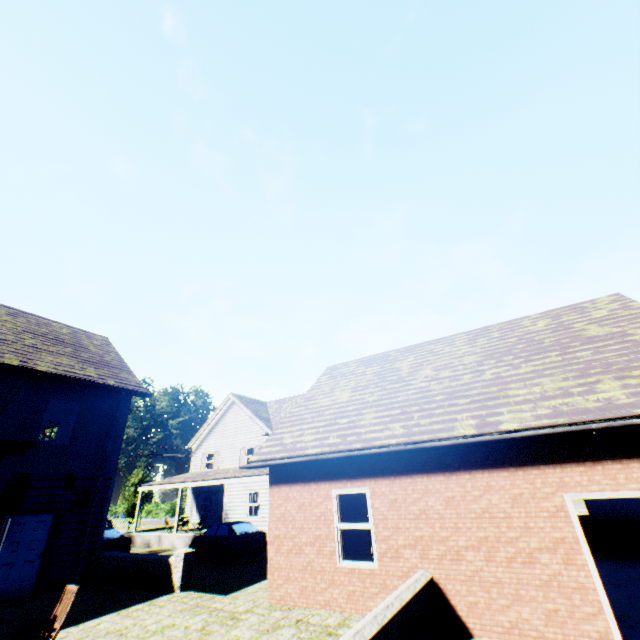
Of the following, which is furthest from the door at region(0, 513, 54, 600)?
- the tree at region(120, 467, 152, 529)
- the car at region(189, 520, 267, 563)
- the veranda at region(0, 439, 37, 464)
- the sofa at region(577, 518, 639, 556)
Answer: the tree at region(120, 467, 152, 529)

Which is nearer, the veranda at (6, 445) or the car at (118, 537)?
the veranda at (6, 445)

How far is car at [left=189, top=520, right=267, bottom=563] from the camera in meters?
15.3

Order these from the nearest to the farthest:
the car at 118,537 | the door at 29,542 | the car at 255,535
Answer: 1. the door at 29,542
2. the car at 255,535
3. the car at 118,537

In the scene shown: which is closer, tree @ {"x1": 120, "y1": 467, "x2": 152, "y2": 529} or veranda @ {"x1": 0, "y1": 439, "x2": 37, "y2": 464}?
veranda @ {"x1": 0, "y1": 439, "x2": 37, "y2": 464}

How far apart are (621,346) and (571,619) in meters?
5.9

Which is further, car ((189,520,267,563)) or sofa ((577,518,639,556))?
car ((189,520,267,563))

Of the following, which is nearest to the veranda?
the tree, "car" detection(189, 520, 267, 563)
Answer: "car" detection(189, 520, 267, 563)
